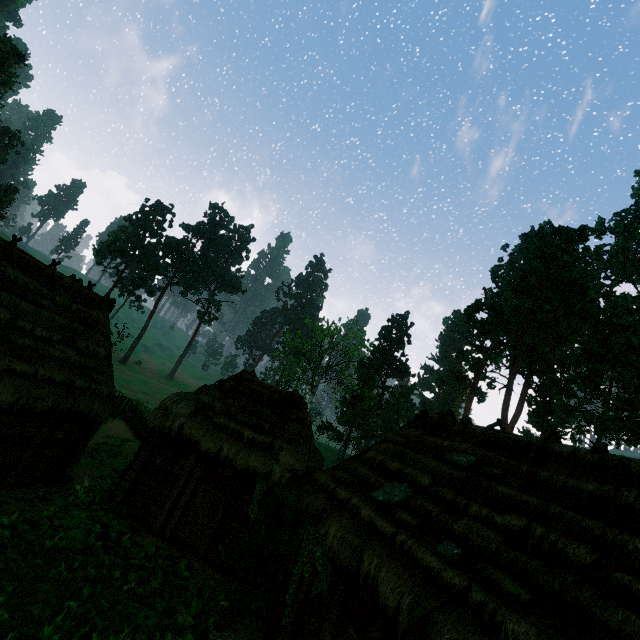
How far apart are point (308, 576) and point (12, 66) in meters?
71.1 m

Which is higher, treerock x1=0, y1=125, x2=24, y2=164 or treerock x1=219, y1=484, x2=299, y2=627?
treerock x1=0, y1=125, x2=24, y2=164

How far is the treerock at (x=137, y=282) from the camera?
55.12m

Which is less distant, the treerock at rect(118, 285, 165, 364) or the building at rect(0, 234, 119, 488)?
the building at rect(0, 234, 119, 488)

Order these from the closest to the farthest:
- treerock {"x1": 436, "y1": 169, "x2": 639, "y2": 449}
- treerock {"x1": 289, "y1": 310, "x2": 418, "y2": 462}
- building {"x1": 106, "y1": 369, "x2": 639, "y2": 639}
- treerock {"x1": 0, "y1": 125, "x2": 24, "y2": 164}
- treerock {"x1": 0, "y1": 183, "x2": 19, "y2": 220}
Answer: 1. building {"x1": 106, "y1": 369, "x2": 639, "y2": 639}
2. treerock {"x1": 436, "y1": 169, "x2": 639, "y2": 449}
3. treerock {"x1": 289, "y1": 310, "x2": 418, "y2": 462}
4. treerock {"x1": 0, "y1": 183, "x2": 19, "y2": 220}
5. treerock {"x1": 0, "y1": 125, "x2": 24, "y2": 164}

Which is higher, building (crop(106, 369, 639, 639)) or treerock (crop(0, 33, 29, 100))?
treerock (crop(0, 33, 29, 100))

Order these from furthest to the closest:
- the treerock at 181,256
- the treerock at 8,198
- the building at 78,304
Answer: the treerock at 181,256 → the treerock at 8,198 → the building at 78,304
